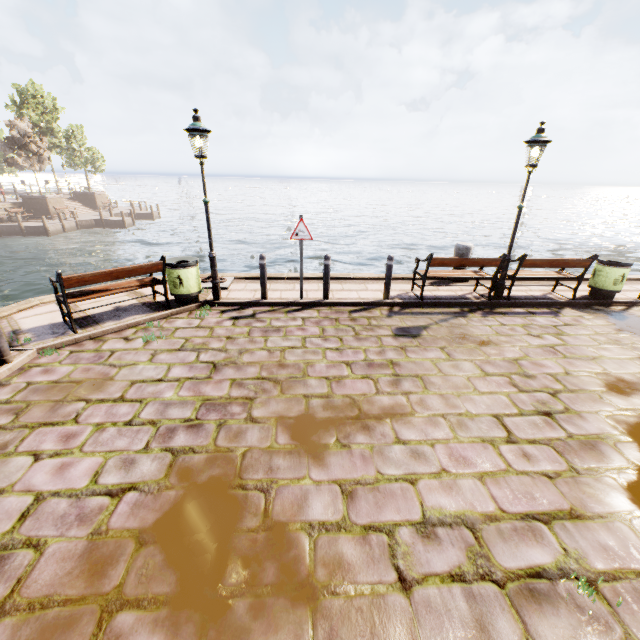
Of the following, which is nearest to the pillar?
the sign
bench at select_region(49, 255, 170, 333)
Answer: the sign

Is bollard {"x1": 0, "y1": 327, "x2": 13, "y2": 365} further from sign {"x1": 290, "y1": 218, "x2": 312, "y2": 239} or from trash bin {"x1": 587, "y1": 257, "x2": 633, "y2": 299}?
trash bin {"x1": 587, "y1": 257, "x2": 633, "y2": 299}

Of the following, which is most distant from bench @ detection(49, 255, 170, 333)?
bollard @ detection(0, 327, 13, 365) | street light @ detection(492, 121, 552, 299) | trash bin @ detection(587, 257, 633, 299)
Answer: trash bin @ detection(587, 257, 633, 299)

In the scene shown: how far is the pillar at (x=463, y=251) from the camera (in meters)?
9.20

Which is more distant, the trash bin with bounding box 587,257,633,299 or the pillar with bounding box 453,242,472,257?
the pillar with bounding box 453,242,472,257

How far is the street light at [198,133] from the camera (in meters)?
6.15

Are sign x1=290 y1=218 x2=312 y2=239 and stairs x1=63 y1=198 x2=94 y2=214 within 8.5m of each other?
no

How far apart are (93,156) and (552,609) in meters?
49.2
